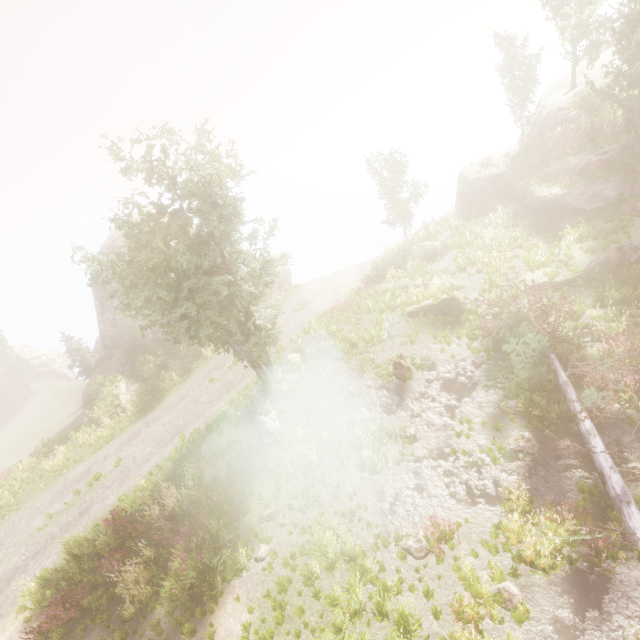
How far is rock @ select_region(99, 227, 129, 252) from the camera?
29.23m

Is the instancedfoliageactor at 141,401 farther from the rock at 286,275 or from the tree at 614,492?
the tree at 614,492

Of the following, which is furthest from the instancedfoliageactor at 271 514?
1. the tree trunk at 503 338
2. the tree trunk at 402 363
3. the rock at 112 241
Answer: the tree trunk at 402 363

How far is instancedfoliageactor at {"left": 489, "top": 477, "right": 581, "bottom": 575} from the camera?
8.1m

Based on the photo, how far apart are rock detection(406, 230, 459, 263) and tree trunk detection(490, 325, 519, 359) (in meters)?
10.38

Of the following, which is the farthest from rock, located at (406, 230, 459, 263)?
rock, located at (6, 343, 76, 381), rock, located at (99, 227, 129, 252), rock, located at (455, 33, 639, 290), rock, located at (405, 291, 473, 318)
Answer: rock, located at (6, 343, 76, 381)

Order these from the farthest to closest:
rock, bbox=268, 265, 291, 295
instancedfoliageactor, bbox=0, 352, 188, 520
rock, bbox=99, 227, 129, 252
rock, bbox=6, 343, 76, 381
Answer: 1. rock, bbox=6, 343, 76, 381
2. rock, bbox=268, 265, 291, 295
3. rock, bbox=99, 227, 129, 252
4. instancedfoliageactor, bbox=0, 352, 188, 520

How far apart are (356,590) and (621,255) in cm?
1856
